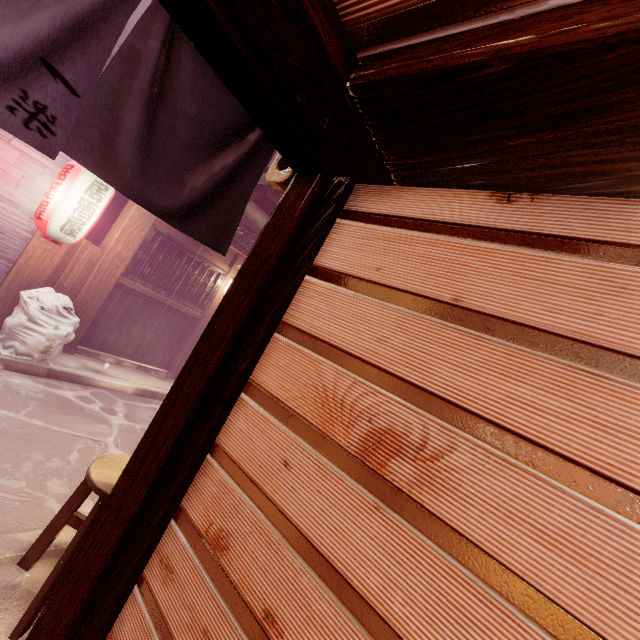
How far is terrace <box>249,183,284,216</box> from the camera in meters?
13.9

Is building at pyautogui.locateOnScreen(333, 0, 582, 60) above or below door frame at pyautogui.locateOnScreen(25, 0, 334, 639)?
above

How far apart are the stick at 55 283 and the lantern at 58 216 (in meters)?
1.17

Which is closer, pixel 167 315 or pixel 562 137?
pixel 562 137

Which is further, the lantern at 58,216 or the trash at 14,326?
the trash at 14,326

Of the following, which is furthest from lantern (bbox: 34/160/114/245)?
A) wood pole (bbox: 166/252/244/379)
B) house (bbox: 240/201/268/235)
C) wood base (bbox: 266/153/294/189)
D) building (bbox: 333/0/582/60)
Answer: building (bbox: 333/0/582/60)

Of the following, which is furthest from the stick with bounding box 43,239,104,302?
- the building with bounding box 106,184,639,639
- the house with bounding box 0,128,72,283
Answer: the building with bounding box 106,184,639,639

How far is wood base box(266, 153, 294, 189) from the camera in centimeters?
364cm
